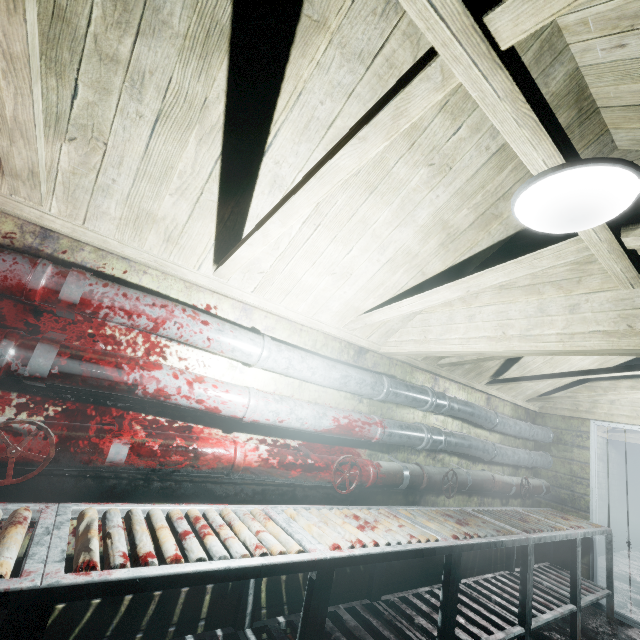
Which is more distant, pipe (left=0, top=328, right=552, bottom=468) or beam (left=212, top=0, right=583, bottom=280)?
pipe (left=0, top=328, right=552, bottom=468)

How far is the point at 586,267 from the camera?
1.72m

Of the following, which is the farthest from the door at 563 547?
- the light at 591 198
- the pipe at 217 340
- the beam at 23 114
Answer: the light at 591 198

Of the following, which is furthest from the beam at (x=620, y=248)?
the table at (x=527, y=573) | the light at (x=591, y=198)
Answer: the table at (x=527, y=573)

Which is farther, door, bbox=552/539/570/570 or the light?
door, bbox=552/539/570/570

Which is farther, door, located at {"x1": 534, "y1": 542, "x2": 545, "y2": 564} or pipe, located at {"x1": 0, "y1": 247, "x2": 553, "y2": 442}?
door, located at {"x1": 534, "y1": 542, "x2": 545, "y2": 564}

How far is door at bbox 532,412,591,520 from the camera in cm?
389

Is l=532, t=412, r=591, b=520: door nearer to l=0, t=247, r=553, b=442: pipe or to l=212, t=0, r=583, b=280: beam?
l=0, t=247, r=553, b=442: pipe
